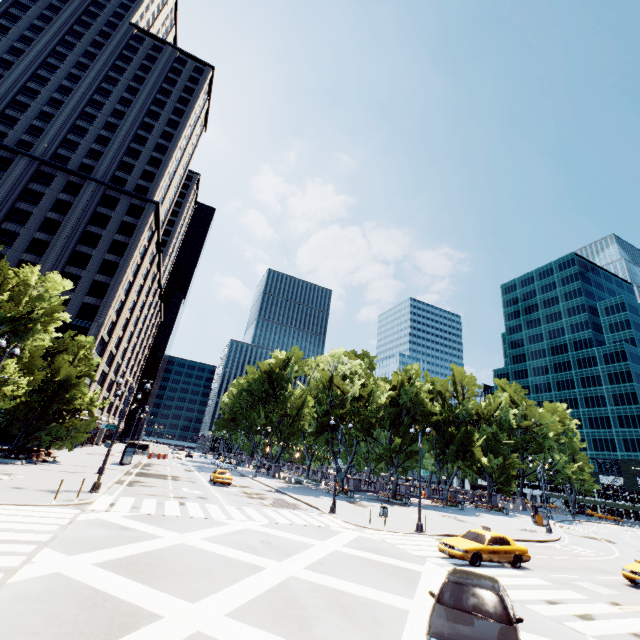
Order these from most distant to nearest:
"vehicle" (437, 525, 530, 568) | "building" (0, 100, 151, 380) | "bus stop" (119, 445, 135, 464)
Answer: "building" (0, 100, 151, 380) < "bus stop" (119, 445, 135, 464) < "vehicle" (437, 525, 530, 568)

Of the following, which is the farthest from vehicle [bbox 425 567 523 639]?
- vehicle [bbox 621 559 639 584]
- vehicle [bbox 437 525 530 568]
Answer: vehicle [bbox 621 559 639 584]

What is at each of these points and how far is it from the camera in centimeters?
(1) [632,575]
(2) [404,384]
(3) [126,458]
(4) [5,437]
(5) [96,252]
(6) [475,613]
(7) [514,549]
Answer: (1) vehicle, 1677cm
(2) tree, 5041cm
(3) bus stop, 3906cm
(4) building, 4216cm
(5) building, 5434cm
(6) vehicle, 761cm
(7) vehicle, 1725cm

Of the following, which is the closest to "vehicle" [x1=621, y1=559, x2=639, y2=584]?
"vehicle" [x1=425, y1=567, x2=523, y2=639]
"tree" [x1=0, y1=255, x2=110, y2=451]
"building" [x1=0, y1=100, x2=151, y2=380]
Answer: "vehicle" [x1=425, y1=567, x2=523, y2=639]

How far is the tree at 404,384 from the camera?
44.8 meters

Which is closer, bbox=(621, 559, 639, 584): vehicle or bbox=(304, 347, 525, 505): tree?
bbox=(621, 559, 639, 584): vehicle

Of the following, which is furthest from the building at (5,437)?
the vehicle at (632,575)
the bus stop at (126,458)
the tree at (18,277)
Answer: the vehicle at (632,575)

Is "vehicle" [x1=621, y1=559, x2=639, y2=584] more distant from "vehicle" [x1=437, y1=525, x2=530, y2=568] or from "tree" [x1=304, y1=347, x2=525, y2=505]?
"tree" [x1=304, y1=347, x2=525, y2=505]
